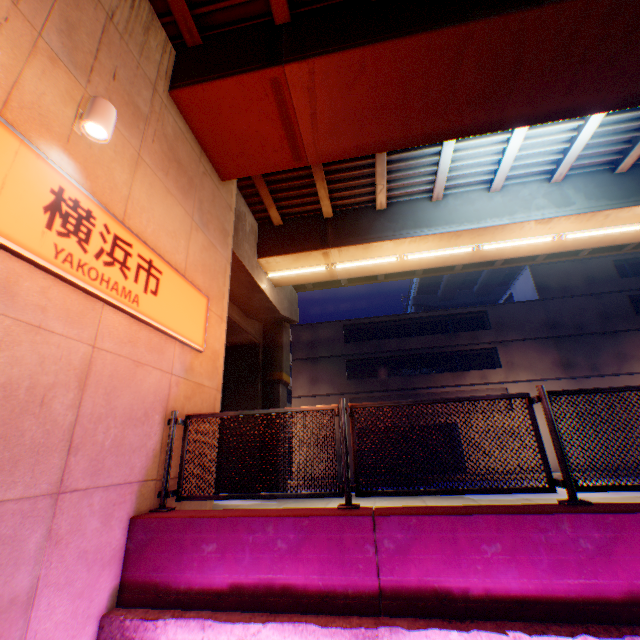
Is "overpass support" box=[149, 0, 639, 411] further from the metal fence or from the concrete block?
the concrete block

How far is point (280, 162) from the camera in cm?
724

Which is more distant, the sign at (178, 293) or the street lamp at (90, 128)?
the street lamp at (90, 128)

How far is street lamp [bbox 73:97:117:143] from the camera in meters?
3.6

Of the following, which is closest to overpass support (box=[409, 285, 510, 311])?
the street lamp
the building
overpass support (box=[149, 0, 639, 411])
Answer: overpass support (box=[149, 0, 639, 411])

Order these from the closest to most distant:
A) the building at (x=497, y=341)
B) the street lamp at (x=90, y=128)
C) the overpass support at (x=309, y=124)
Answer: the street lamp at (x=90, y=128), the overpass support at (x=309, y=124), the building at (x=497, y=341)

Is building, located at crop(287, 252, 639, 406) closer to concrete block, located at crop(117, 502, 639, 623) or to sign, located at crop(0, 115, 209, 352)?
sign, located at crop(0, 115, 209, 352)

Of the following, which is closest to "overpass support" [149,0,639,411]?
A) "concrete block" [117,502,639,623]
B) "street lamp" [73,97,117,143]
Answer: "street lamp" [73,97,117,143]
